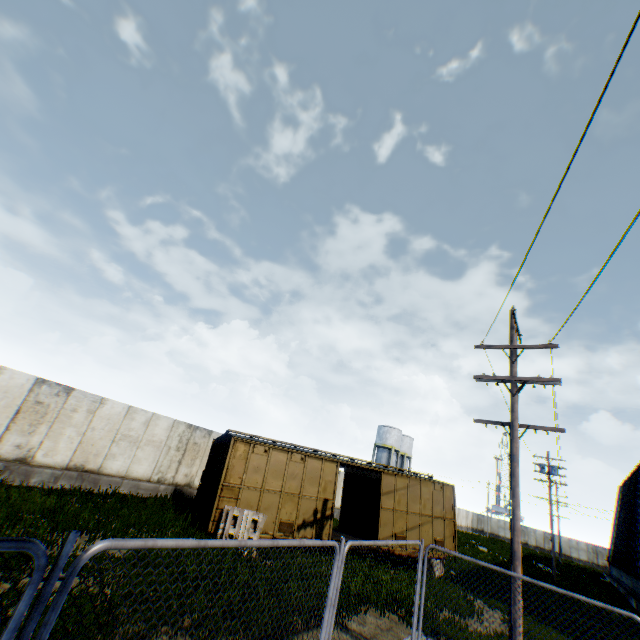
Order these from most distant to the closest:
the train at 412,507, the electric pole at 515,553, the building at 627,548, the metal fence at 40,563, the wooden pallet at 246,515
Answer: the building at 627,548 < the train at 412,507 < the wooden pallet at 246,515 < the electric pole at 515,553 < the metal fence at 40,563

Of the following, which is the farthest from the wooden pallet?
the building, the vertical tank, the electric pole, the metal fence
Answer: the vertical tank

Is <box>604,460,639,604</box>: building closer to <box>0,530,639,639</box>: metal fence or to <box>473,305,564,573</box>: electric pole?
<box>473,305,564,573</box>: electric pole

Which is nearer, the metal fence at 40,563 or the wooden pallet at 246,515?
the metal fence at 40,563

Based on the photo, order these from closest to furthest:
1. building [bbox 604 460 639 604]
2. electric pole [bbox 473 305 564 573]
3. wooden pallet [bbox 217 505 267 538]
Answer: electric pole [bbox 473 305 564 573] < wooden pallet [bbox 217 505 267 538] < building [bbox 604 460 639 604]

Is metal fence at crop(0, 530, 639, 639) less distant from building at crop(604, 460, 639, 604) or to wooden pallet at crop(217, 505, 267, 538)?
wooden pallet at crop(217, 505, 267, 538)

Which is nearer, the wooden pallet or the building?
the wooden pallet

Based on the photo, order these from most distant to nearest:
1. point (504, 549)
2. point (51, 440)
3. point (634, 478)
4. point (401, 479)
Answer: point (504, 549) → point (634, 478) → point (401, 479) → point (51, 440)
